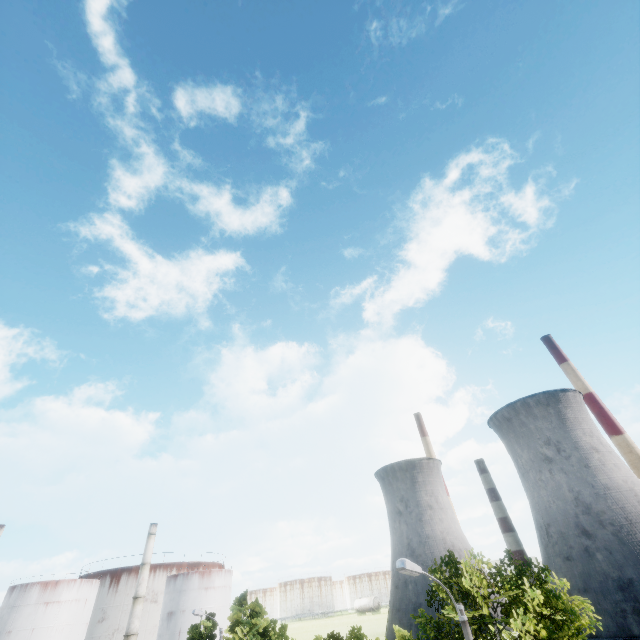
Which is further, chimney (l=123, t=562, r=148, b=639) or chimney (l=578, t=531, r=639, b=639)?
chimney (l=123, t=562, r=148, b=639)

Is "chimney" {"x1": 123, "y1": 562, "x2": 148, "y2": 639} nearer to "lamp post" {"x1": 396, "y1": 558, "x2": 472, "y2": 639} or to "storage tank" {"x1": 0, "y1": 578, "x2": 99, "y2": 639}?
"storage tank" {"x1": 0, "y1": 578, "x2": 99, "y2": 639}

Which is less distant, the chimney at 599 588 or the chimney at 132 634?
the chimney at 599 588

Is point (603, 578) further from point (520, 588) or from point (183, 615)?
point (183, 615)

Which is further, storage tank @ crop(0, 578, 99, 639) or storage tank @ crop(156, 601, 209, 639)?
storage tank @ crop(156, 601, 209, 639)

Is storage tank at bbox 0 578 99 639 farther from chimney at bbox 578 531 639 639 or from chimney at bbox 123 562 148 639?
chimney at bbox 578 531 639 639

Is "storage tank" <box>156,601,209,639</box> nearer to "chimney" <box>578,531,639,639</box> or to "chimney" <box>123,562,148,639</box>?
"chimney" <box>123,562,148,639</box>

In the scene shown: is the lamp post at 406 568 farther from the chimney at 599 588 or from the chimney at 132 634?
the chimney at 599 588
